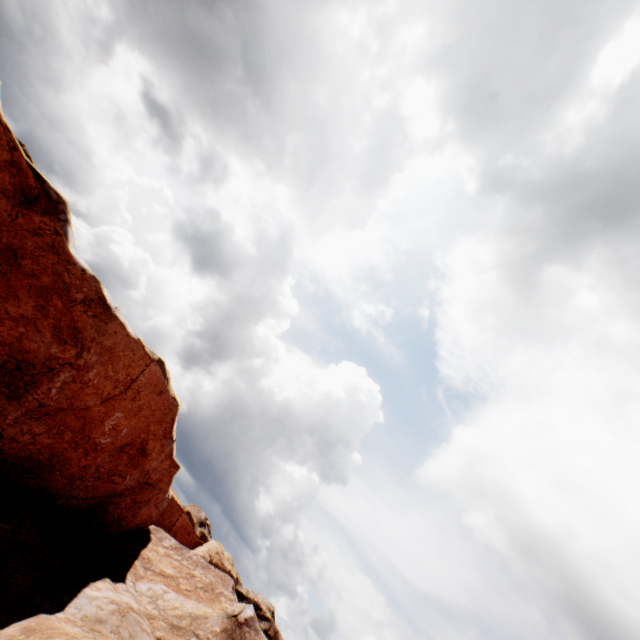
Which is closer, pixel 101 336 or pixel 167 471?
pixel 101 336
